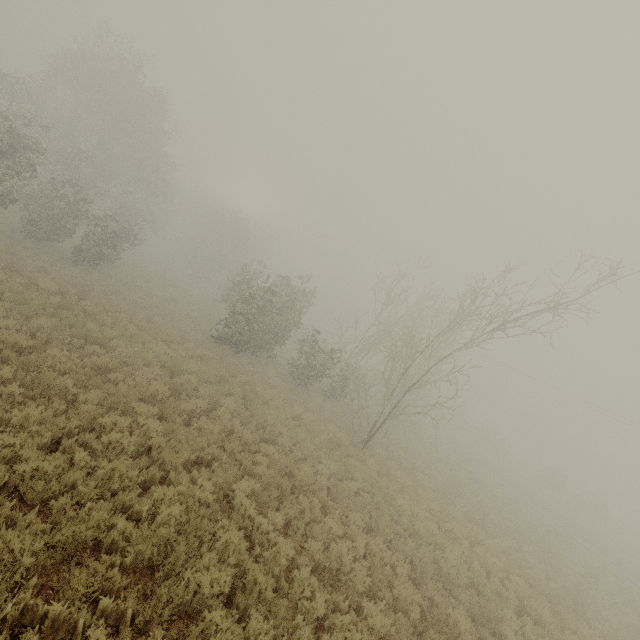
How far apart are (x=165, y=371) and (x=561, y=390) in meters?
43.3 m

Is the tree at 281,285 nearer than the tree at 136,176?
Yes

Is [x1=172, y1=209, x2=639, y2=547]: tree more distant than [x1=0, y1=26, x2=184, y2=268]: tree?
No
